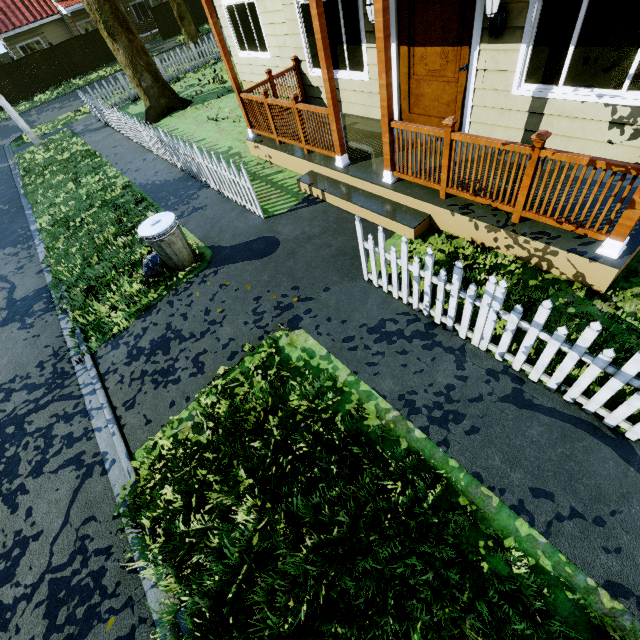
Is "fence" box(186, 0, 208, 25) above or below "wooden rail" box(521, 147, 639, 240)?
below

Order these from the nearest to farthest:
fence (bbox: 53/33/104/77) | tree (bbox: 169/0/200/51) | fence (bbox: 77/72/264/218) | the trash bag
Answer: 1. the trash bag
2. fence (bbox: 77/72/264/218)
3. tree (bbox: 169/0/200/51)
4. fence (bbox: 53/33/104/77)

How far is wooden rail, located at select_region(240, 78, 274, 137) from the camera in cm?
702

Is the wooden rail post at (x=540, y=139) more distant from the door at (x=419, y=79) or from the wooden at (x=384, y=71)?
the door at (x=419, y=79)

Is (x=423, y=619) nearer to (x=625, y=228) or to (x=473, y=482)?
(x=473, y=482)

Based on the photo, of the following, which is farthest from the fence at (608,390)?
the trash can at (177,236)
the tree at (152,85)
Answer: the trash can at (177,236)

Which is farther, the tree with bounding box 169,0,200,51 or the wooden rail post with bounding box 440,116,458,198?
the tree with bounding box 169,0,200,51

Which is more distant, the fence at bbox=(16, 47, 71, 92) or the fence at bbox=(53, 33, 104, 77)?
the fence at bbox=(53, 33, 104, 77)
